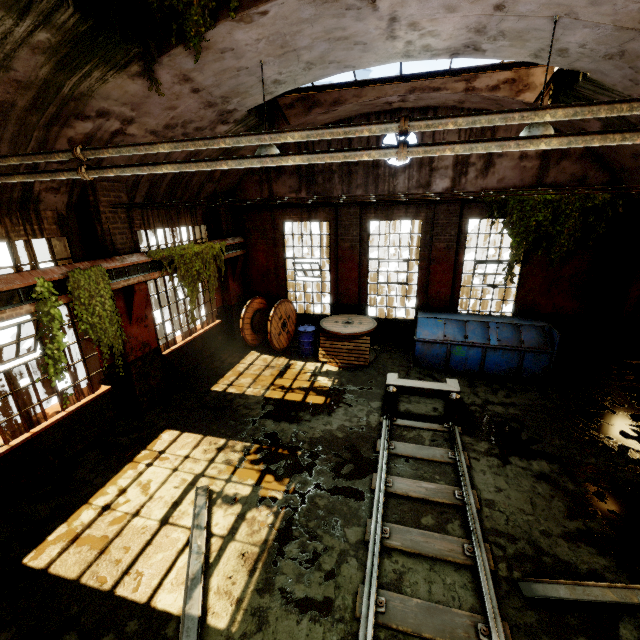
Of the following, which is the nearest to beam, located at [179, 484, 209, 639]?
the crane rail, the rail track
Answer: the rail track

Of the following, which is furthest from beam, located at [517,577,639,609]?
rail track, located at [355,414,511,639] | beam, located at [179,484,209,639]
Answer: beam, located at [179,484,209,639]

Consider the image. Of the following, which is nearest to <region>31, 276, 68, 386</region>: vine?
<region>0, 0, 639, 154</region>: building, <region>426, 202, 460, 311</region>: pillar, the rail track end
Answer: <region>0, 0, 639, 154</region>: building

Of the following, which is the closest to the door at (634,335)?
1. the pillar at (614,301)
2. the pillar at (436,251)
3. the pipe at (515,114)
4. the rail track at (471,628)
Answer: the pillar at (614,301)

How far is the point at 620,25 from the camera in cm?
458

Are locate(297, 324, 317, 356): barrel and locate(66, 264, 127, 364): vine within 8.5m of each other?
yes

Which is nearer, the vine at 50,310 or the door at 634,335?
the vine at 50,310

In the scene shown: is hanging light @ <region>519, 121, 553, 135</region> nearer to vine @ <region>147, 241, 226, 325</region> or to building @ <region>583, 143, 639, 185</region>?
building @ <region>583, 143, 639, 185</region>
